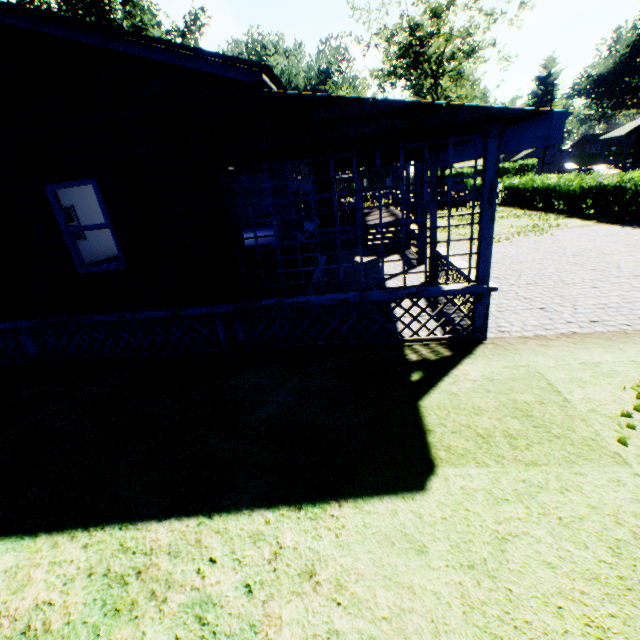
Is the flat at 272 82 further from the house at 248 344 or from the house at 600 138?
the house at 600 138

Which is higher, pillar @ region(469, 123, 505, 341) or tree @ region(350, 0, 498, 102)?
tree @ region(350, 0, 498, 102)

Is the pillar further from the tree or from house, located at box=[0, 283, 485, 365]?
the tree

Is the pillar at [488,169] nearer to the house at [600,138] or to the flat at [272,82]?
the flat at [272,82]

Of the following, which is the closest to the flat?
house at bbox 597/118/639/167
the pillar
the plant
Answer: the pillar

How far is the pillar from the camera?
4.7m

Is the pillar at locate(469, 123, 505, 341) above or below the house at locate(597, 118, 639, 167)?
below

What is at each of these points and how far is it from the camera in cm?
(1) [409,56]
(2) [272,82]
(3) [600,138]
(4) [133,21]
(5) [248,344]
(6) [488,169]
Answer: (1) tree, 3547
(2) flat, 465
(3) house, 4031
(4) plant, 3534
(5) house, 659
(6) pillar, 485
